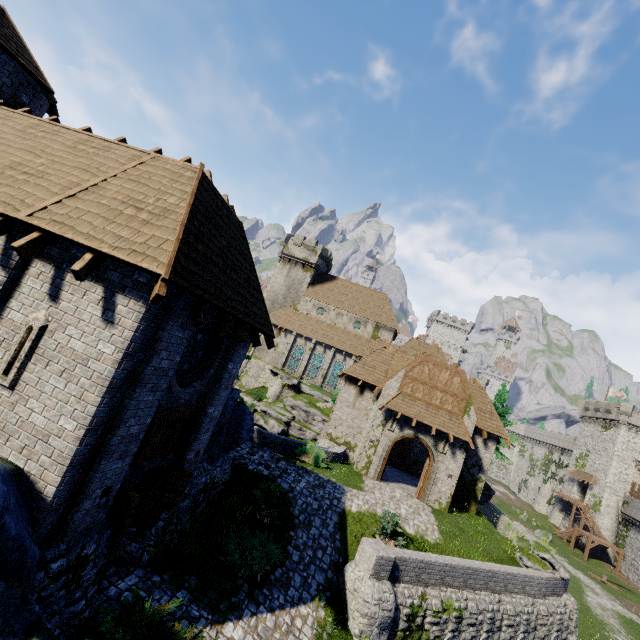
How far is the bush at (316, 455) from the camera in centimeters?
1919cm

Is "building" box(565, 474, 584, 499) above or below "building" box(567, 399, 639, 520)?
below

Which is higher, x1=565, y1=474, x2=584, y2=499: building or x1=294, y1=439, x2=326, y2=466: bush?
x1=565, y1=474, x2=584, y2=499: building

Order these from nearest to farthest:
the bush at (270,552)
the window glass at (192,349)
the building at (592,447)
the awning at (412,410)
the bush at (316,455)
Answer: the window glass at (192,349)
the bush at (270,552)
the bush at (316,455)
the awning at (412,410)
the building at (592,447)

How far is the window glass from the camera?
8.77m

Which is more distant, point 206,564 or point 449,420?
Answer: point 449,420

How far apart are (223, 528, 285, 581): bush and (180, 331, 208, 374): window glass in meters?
6.0 m

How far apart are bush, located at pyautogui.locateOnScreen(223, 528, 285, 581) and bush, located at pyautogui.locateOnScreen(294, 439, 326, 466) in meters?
6.4 m
